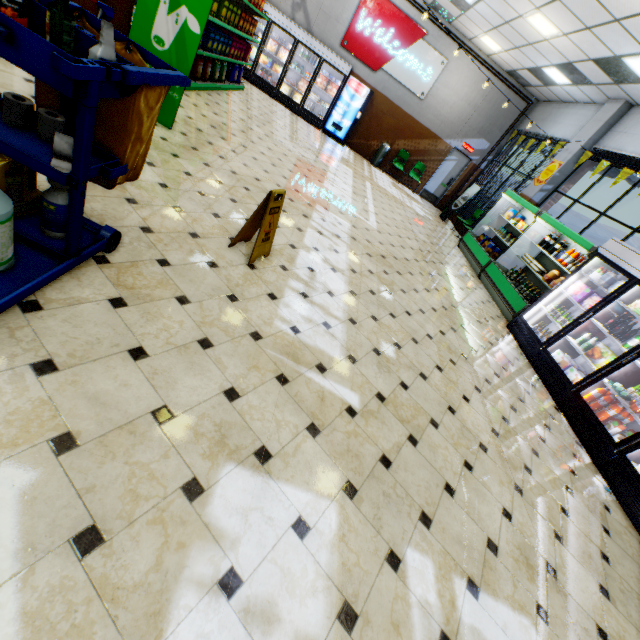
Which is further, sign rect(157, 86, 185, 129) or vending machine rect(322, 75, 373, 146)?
vending machine rect(322, 75, 373, 146)

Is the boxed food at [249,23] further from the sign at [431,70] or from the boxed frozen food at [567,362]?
the boxed frozen food at [567,362]

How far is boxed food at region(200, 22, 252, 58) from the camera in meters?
6.6 m

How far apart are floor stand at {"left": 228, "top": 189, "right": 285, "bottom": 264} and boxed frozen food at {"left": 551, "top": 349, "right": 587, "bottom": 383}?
5.16m

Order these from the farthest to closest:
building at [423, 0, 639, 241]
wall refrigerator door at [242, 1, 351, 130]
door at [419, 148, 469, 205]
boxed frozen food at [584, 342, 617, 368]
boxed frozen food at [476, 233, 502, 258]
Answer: door at [419, 148, 469, 205], wall refrigerator door at [242, 1, 351, 130], boxed frozen food at [476, 233, 502, 258], building at [423, 0, 639, 241], boxed frozen food at [584, 342, 617, 368]

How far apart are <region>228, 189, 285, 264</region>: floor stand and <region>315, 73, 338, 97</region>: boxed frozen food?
11.39m

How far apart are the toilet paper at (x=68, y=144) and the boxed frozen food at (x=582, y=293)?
7.22m

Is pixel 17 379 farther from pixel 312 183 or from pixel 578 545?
pixel 312 183
